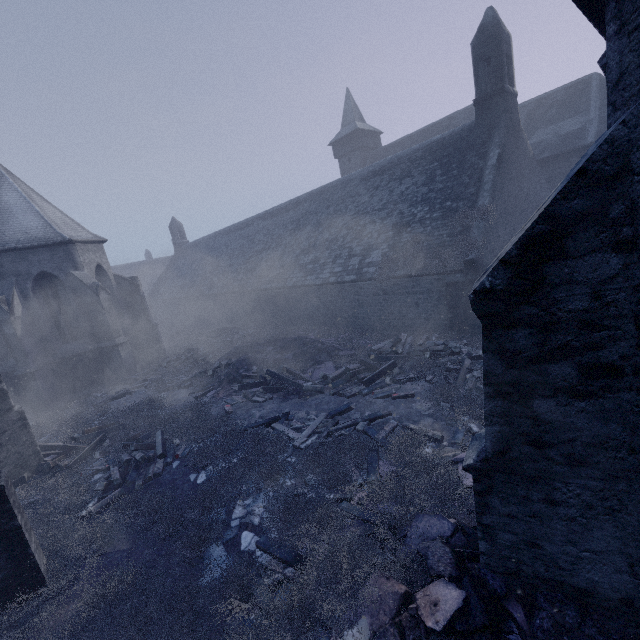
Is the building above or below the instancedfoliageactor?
above

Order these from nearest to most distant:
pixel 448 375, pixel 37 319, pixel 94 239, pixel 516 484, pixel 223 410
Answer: pixel 516 484, pixel 448 375, pixel 223 410, pixel 37 319, pixel 94 239

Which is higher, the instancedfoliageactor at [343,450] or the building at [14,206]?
the building at [14,206]

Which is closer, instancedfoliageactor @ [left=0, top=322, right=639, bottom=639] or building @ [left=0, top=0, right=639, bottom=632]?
building @ [left=0, top=0, right=639, bottom=632]

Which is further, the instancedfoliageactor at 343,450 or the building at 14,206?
the instancedfoliageactor at 343,450
